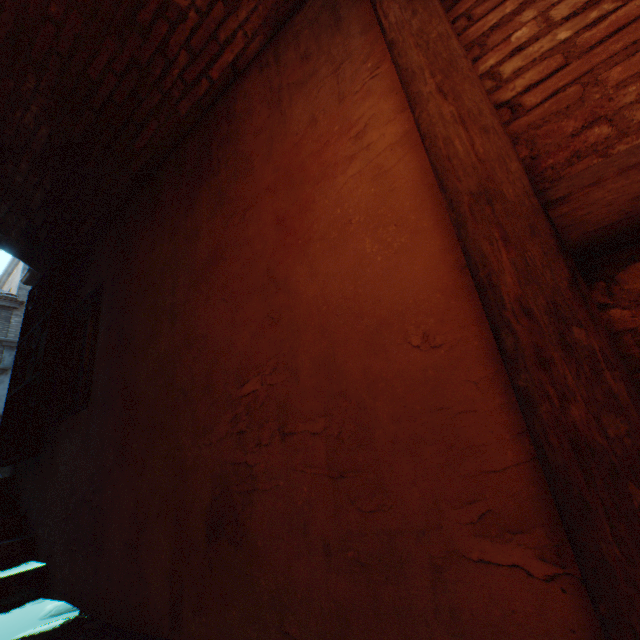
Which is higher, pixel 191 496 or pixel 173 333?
pixel 173 333

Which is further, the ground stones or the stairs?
the stairs

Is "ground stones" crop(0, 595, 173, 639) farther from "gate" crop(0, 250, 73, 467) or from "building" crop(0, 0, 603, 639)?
"gate" crop(0, 250, 73, 467)

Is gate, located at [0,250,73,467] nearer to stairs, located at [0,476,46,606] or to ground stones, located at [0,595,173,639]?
stairs, located at [0,476,46,606]

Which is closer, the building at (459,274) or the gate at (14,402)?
the building at (459,274)

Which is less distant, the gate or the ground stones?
the ground stones

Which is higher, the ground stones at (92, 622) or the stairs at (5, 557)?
the stairs at (5, 557)
